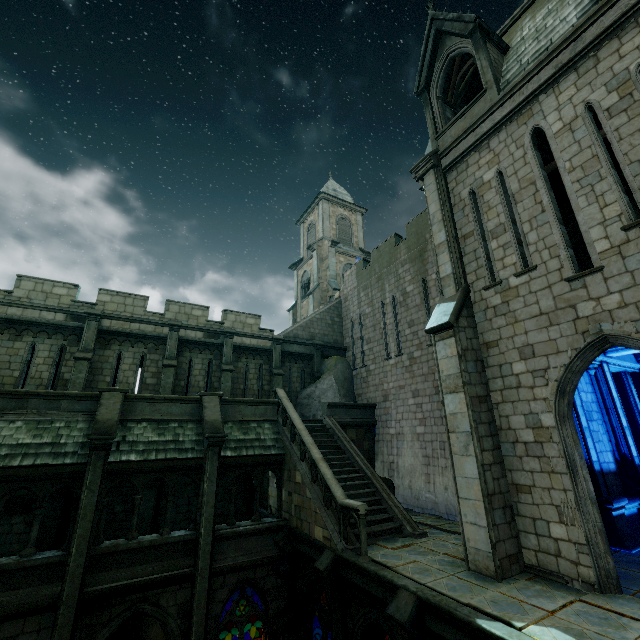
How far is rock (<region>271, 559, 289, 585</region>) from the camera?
11.5 meters

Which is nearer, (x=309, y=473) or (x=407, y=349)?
(x=309, y=473)

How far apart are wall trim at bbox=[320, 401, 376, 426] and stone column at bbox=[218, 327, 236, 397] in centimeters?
466cm

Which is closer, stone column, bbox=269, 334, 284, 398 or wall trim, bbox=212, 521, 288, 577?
wall trim, bbox=212, 521, 288, 577

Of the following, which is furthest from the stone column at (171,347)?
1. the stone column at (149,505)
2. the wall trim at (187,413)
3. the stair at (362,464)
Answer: the stair at (362,464)

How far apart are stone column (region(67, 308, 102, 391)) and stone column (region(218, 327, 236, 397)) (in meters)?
5.53

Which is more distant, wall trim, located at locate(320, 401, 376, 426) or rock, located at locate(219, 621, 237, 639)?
rock, located at locate(219, 621, 237, 639)

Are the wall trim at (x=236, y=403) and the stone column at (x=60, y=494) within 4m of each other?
no
